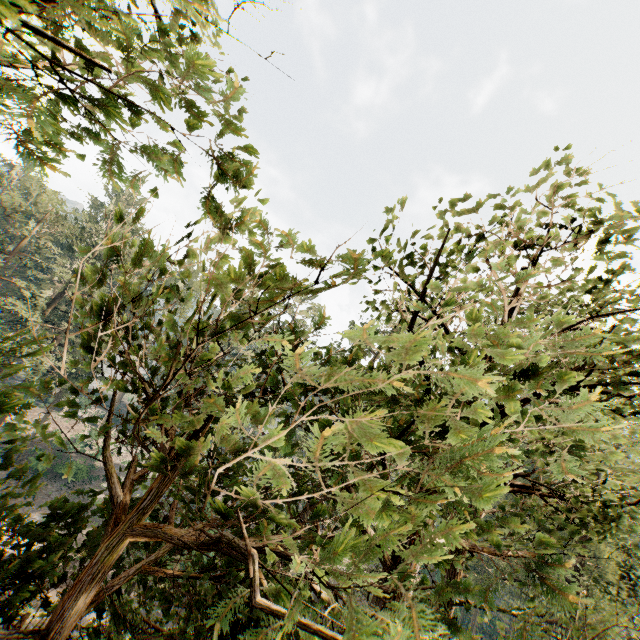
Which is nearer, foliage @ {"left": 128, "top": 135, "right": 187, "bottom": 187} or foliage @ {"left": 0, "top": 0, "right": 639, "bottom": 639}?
foliage @ {"left": 0, "top": 0, "right": 639, "bottom": 639}

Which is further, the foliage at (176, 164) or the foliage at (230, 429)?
the foliage at (176, 164)

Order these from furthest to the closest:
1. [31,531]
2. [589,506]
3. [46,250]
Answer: [46,250]
[589,506]
[31,531]

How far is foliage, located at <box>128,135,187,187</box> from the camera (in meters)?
2.22

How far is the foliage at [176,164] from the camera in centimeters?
222cm
